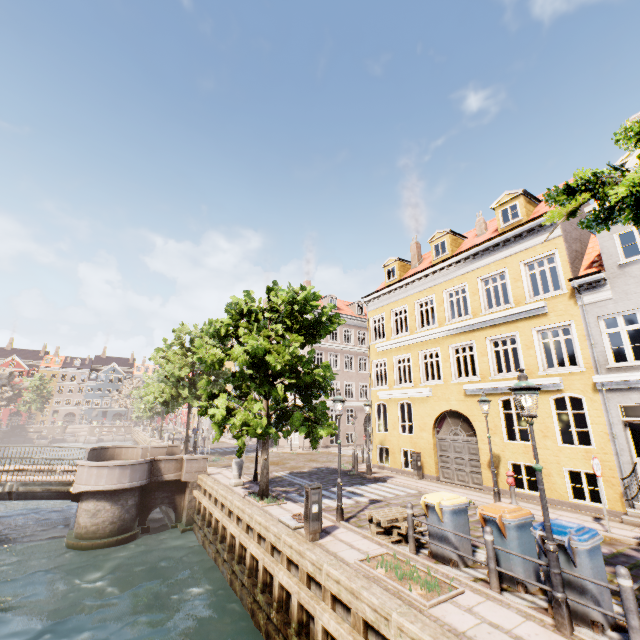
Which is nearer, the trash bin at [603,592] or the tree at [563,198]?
the tree at [563,198]

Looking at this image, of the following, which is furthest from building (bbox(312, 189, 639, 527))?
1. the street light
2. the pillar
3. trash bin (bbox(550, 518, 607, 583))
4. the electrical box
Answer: trash bin (bbox(550, 518, 607, 583))

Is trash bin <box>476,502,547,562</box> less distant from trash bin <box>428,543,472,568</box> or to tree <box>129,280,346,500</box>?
trash bin <box>428,543,472,568</box>

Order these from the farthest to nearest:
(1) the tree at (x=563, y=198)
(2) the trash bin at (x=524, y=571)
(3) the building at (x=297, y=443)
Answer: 1. (3) the building at (x=297, y=443)
2. (2) the trash bin at (x=524, y=571)
3. (1) the tree at (x=563, y=198)

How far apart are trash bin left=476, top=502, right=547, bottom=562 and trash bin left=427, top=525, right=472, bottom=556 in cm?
43

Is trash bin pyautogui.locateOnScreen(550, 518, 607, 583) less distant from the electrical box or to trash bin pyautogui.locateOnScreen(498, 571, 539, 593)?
trash bin pyautogui.locateOnScreen(498, 571, 539, 593)

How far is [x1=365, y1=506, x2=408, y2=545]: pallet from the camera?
8.2m

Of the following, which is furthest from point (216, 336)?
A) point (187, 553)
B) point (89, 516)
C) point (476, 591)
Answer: point (476, 591)
